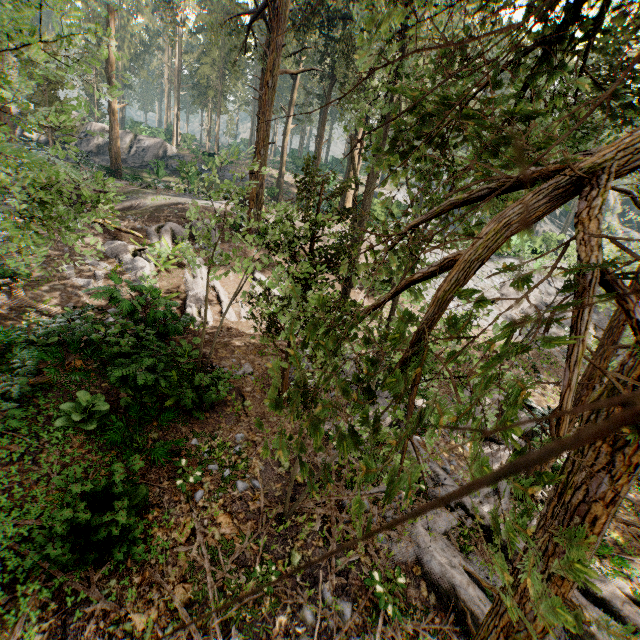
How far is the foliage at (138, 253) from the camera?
9.53m

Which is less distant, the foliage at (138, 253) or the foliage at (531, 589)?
the foliage at (531, 589)

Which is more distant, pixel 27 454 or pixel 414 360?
pixel 27 454

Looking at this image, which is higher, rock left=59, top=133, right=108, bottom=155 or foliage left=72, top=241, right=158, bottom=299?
rock left=59, top=133, right=108, bottom=155

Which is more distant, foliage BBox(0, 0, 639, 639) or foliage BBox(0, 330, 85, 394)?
foliage BBox(0, 330, 85, 394)

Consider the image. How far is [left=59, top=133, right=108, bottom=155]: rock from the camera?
34.53m

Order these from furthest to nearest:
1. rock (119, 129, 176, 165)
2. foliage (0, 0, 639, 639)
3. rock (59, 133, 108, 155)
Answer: rock (119, 129, 176, 165) < rock (59, 133, 108, 155) < foliage (0, 0, 639, 639)
